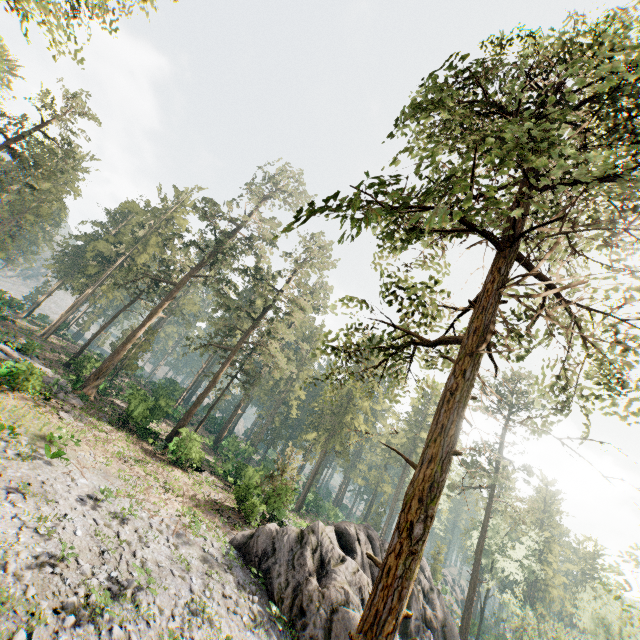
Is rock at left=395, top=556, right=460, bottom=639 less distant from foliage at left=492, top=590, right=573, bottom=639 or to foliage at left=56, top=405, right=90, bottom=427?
foliage at left=492, top=590, right=573, bottom=639

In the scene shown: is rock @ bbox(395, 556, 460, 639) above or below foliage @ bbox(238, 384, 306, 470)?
below

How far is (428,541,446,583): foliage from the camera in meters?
48.1

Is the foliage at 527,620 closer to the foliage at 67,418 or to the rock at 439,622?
the rock at 439,622

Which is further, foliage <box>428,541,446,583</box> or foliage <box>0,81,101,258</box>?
foliage <box>428,541,446,583</box>

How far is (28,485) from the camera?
13.5m

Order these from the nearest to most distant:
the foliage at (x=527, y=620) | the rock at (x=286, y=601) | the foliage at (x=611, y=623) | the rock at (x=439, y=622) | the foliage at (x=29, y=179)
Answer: the rock at (x=286, y=601) < the foliage at (x=611, y=623) < the rock at (x=439, y=622) < the foliage at (x=29, y=179) < the foliage at (x=527, y=620)
